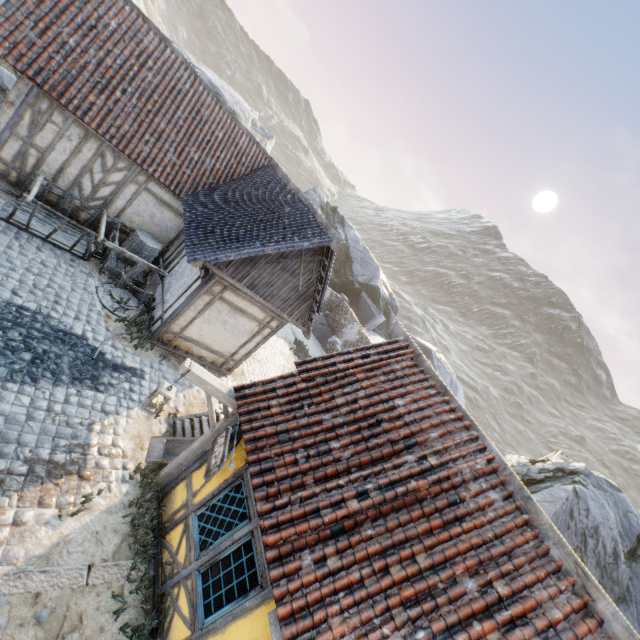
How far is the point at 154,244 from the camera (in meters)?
11.02

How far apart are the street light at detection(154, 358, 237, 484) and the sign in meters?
0.3 m

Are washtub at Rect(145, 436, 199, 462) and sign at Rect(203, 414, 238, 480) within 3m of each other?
yes

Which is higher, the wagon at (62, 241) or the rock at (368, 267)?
the rock at (368, 267)

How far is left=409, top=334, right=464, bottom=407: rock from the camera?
28.09m

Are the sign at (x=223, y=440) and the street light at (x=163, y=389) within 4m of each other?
yes
